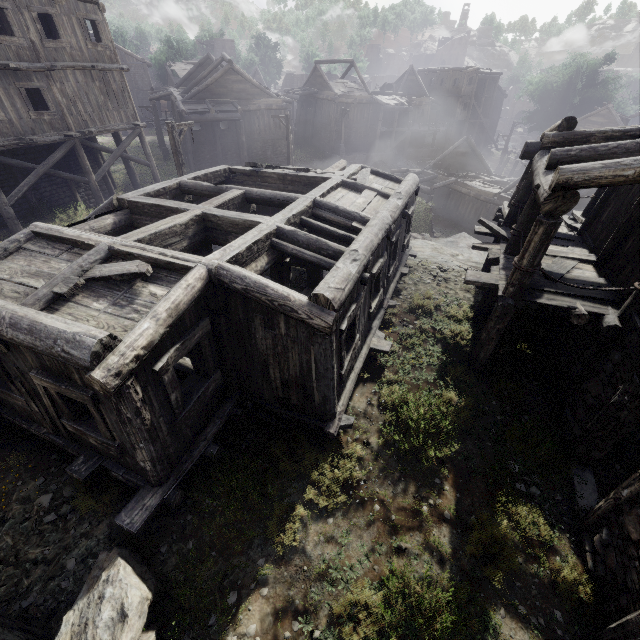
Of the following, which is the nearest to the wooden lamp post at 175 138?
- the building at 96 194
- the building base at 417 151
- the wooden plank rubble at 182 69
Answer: the building at 96 194

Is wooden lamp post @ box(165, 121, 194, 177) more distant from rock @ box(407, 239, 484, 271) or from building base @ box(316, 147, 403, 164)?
building base @ box(316, 147, 403, 164)

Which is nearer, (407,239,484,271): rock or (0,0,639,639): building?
(0,0,639,639): building

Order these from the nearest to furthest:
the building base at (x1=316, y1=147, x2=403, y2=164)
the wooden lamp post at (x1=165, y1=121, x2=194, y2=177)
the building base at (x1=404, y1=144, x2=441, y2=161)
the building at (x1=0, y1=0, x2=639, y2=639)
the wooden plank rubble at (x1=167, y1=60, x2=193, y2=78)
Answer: the building at (x1=0, y1=0, x2=639, y2=639) → the wooden lamp post at (x1=165, y1=121, x2=194, y2=177) → the building base at (x1=316, y1=147, x2=403, y2=164) → the building base at (x1=404, y1=144, x2=441, y2=161) → the wooden plank rubble at (x1=167, y1=60, x2=193, y2=78)

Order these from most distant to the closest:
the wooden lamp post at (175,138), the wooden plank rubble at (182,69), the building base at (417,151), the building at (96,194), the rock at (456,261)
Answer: the wooden plank rubble at (182,69) → the building base at (417,151) → the rock at (456,261) → the wooden lamp post at (175,138) → the building at (96,194)

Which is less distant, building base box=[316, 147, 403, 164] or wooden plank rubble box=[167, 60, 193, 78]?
building base box=[316, 147, 403, 164]

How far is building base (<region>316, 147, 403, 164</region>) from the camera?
38.4m

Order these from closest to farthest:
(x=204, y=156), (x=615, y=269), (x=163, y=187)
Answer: (x=615, y=269)
(x=163, y=187)
(x=204, y=156)
